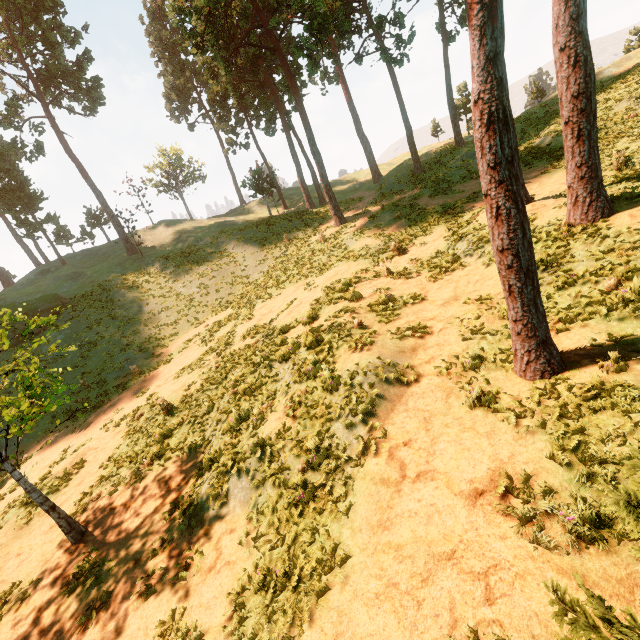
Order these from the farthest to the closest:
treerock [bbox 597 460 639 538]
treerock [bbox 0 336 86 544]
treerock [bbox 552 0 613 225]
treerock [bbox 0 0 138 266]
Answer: treerock [bbox 0 0 138 266] → treerock [bbox 552 0 613 225] → treerock [bbox 0 336 86 544] → treerock [bbox 597 460 639 538]

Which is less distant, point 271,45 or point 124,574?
point 124,574

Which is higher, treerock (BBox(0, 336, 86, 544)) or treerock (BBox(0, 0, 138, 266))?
treerock (BBox(0, 0, 138, 266))

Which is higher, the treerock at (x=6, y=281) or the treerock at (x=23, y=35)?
the treerock at (x=23, y=35)

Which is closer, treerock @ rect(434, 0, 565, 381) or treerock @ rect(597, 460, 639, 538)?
treerock @ rect(597, 460, 639, 538)

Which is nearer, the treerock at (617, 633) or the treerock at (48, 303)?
the treerock at (617, 633)
